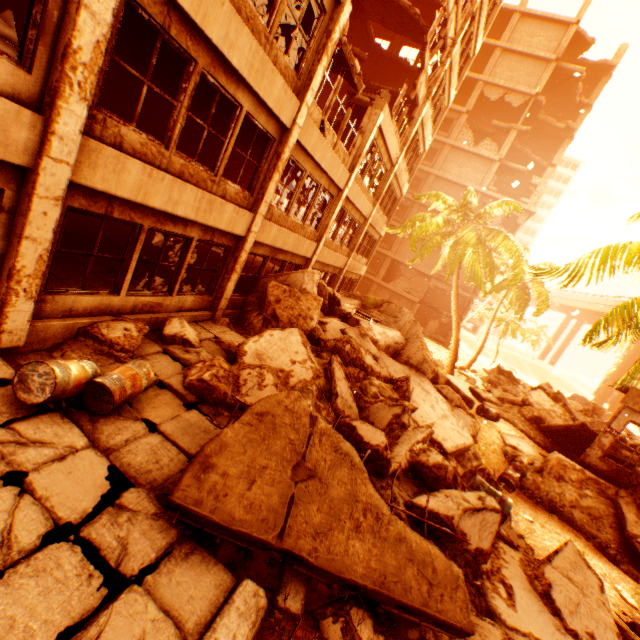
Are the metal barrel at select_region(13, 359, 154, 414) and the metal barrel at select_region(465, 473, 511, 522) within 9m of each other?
yes

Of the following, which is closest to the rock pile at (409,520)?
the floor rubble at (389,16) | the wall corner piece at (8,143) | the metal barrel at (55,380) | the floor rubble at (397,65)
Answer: the metal barrel at (55,380)

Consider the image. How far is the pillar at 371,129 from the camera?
12.4 meters

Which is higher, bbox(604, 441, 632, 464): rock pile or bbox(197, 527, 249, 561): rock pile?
bbox(604, 441, 632, 464): rock pile

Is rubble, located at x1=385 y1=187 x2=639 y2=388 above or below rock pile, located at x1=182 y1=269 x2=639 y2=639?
above

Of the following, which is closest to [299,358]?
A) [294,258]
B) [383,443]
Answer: [383,443]

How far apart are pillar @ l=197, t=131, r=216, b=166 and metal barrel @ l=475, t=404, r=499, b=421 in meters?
16.4 m

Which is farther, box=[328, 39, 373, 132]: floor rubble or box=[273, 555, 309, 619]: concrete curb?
box=[328, 39, 373, 132]: floor rubble
